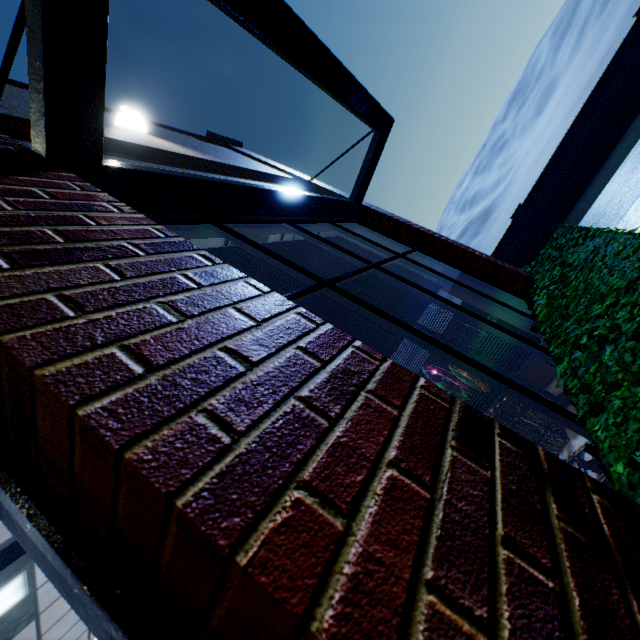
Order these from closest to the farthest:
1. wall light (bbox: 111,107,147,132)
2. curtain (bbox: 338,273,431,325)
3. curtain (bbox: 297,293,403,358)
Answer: curtain (bbox: 297,293,403,358) → curtain (bbox: 338,273,431,325) → wall light (bbox: 111,107,147,132)

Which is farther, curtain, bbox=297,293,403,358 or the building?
curtain, bbox=297,293,403,358

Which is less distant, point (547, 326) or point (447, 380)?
point (547, 326)

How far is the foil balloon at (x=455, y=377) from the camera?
4.1 meters

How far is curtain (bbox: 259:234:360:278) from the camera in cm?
336

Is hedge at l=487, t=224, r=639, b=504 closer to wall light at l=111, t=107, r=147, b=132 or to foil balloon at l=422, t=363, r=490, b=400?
foil balloon at l=422, t=363, r=490, b=400

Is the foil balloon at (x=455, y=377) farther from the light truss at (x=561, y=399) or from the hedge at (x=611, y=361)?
the hedge at (x=611, y=361)
